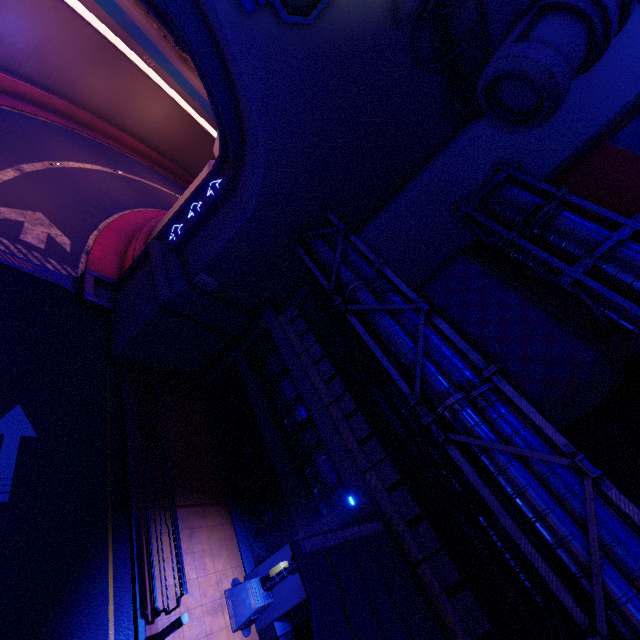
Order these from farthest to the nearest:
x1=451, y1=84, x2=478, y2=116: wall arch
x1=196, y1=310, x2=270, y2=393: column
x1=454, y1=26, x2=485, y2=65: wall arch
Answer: x1=196, y1=310, x2=270, y2=393: column
x1=451, y1=84, x2=478, y2=116: wall arch
x1=454, y1=26, x2=485, y2=65: wall arch

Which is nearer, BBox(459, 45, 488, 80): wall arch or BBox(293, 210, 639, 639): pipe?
BBox(293, 210, 639, 639): pipe

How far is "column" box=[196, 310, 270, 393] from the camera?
15.3 meters

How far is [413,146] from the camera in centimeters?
1354cm

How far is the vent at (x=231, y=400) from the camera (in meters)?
11.58

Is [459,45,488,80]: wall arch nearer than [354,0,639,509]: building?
No

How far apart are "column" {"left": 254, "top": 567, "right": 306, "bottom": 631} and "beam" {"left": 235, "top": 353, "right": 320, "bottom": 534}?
0.0 meters

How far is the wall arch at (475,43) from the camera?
11.3 meters
